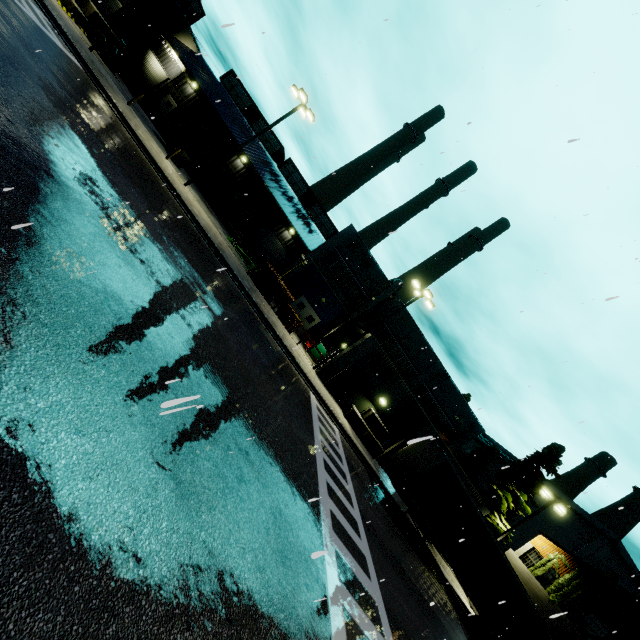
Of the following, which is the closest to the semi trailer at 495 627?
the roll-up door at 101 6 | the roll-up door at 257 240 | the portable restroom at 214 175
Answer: the roll-up door at 101 6

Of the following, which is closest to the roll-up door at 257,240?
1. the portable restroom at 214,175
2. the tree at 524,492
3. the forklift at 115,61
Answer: the portable restroom at 214,175

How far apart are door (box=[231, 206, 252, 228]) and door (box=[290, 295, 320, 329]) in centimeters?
1265cm

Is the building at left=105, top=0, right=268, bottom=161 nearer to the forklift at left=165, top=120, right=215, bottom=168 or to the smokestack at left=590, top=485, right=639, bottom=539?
the forklift at left=165, top=120, right=215, bottom=168

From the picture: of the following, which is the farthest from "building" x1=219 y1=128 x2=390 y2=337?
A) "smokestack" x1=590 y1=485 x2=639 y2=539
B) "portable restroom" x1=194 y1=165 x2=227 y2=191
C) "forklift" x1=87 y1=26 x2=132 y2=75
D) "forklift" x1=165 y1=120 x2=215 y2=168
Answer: "smokestack" x1=590 y1=485 x2=639 y2=539

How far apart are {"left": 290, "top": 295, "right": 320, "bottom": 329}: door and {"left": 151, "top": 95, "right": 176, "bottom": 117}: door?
25.6 meters

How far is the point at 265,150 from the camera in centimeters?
3788cm

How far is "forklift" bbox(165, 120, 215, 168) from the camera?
25.4m
